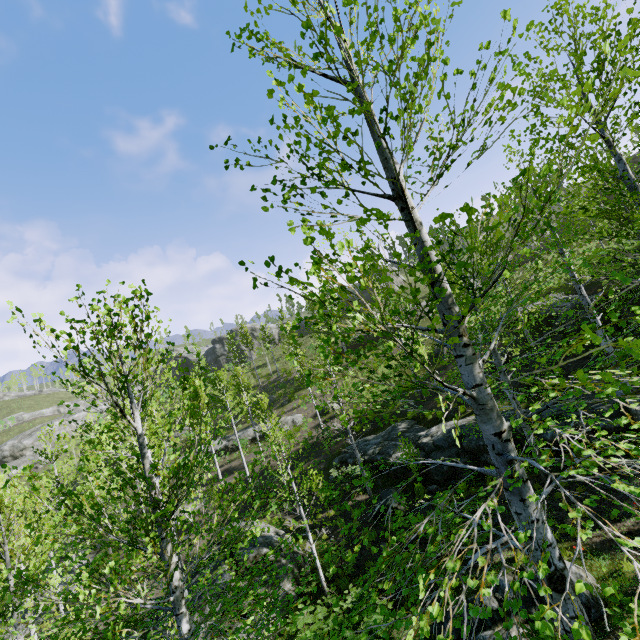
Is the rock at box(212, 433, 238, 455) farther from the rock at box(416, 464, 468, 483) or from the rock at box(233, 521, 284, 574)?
the rock at box(233, 521, 284, 574)

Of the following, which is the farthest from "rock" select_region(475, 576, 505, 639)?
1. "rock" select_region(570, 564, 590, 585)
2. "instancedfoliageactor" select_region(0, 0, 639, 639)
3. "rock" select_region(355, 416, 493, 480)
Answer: "rock" select_region(355, 416, 493, 480)

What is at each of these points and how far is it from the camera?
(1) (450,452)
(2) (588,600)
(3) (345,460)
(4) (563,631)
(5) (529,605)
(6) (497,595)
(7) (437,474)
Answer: (1) rock, 15.2m
(2) rock, 6.6m
(3) rock, 20.7m
(4) instancedfoliageactor, 3.3m
(5) rock, 6.7m
(6) rock, 7.2m
(7) rock, 15.2m

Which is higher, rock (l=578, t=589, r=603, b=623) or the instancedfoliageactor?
the instancedfoliageactor

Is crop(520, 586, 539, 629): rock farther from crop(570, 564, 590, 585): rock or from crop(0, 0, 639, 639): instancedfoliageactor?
crop(570, 564, 590, 585): rock

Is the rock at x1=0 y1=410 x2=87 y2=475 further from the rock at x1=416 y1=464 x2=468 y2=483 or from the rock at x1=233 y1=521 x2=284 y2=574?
the rock at x1=416 y1=464 x2=468 y2=483

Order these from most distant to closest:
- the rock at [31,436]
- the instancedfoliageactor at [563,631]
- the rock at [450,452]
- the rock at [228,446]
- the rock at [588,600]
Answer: the rock at [31,436] < the rock at [228,446] < the rock at [450,452] < the rock at [588,600] < the instancedfoliageactor at [563,631]

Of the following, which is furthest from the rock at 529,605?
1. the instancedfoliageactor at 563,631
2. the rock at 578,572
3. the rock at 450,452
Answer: the rock at 450,452
